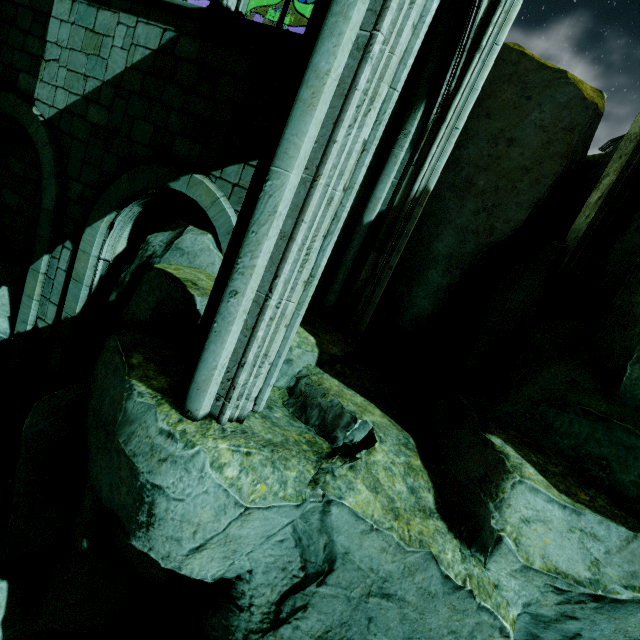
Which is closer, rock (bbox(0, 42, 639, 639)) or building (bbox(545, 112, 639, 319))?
rock (bbox(0, 42, 639, 639))

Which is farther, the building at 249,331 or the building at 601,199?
the building at 601,199

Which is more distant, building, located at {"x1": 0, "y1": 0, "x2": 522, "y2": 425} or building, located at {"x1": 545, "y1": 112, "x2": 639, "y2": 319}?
building, located at {"x1": 545, "y1": 112, "x2": 639, "y2": 319}

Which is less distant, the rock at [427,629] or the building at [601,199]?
the rock at [427,629]

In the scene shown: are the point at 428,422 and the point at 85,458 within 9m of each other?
yes
